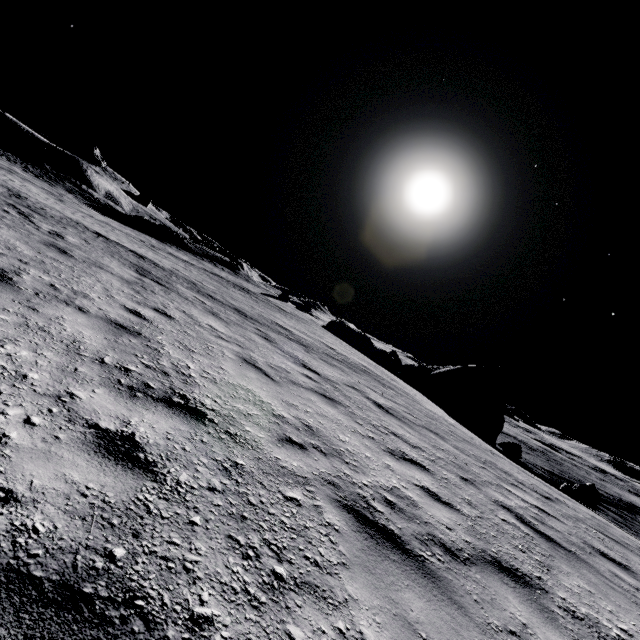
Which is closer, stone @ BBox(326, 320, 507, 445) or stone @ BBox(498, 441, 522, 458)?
stone @ BBox(498, 441, 522, 458)

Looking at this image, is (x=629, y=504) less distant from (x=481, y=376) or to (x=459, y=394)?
(x=481, y=376)

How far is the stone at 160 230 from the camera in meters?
41.5 m

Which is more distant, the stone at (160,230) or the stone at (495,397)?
the stone at (160,230)

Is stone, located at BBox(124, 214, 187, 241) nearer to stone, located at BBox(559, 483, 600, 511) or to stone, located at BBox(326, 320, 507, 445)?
stone, located at BBox(326, 320, 507, 445)

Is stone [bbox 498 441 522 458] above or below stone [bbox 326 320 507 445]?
below

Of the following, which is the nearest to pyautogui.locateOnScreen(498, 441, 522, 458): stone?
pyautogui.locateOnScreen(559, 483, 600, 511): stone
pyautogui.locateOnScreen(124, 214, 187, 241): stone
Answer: pyautogui.locateOnScreen(559, 483, 600, 511): stone

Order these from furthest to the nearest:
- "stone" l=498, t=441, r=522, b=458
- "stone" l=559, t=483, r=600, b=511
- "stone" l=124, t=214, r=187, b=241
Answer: "stone" l=124, t=214, r=187, b=241 → "stone" l=498, t=441, r=522, b=458 → "stone" l=559, t=483, r=600, b=511
